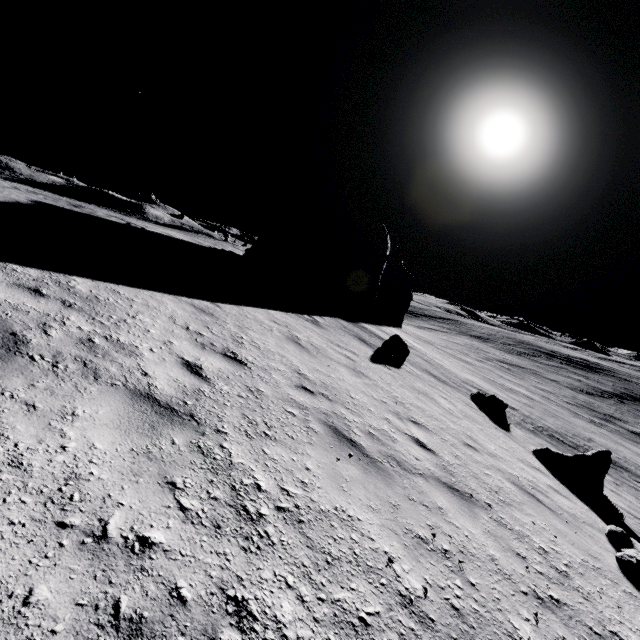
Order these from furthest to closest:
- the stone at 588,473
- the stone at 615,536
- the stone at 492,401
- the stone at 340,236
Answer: the stone at 340,236 < the stone at 492,401 < the stone at 588,473 < the stone at 615,536

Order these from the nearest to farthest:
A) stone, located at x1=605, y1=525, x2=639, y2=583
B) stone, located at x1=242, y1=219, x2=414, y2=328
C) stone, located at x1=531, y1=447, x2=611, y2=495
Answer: stone, located at x1=605, y1=525, x2=639, y2=583 → stone, located at x1=531, y1=447, x2=611, y2=495 → stone, located at x1=242, y1=219, x2=414, y2=328

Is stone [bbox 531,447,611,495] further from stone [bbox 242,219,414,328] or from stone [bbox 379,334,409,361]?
stone [bbox 242,219,414,328]

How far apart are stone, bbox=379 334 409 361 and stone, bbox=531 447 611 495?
5.15m

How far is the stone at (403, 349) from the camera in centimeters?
1338cm

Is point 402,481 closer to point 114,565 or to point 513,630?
point 513,630

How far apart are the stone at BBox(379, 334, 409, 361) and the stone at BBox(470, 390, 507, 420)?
3.5m

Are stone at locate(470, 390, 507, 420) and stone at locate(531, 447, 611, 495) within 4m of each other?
yes
